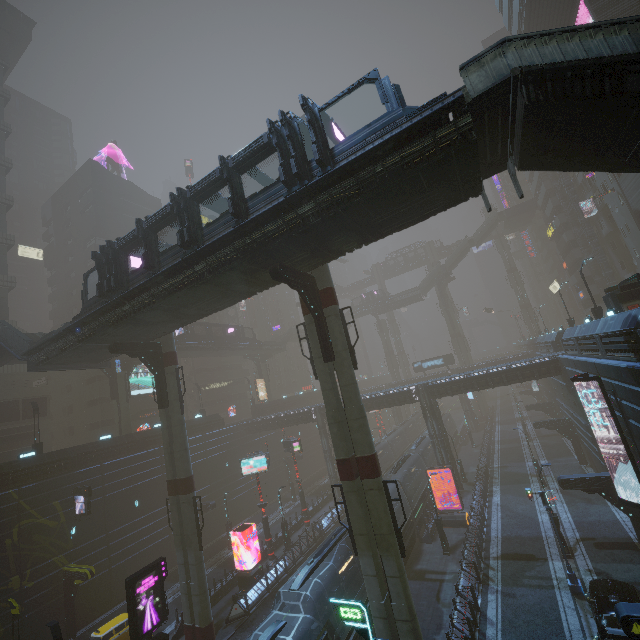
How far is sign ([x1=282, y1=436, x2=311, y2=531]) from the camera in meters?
34.4 m

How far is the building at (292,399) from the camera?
51.8 meters

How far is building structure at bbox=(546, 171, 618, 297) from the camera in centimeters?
4272cm

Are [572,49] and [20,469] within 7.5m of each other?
no

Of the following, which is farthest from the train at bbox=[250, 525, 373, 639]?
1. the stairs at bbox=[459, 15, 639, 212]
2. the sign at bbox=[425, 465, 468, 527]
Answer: the stairs at bbox=[459, 15, 639, 212]

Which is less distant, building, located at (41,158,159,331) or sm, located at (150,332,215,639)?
sm, located at (150,332,215,639)

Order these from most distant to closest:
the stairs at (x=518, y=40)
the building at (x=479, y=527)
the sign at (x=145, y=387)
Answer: the sign at (x=145, y=387), the building at (x=479, y=527), the stairs at (x=518, y=40)

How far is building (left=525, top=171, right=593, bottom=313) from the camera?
49.31m
